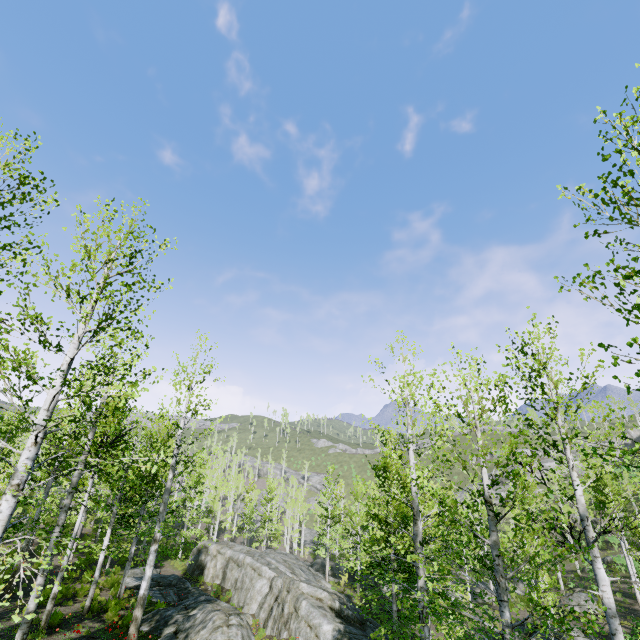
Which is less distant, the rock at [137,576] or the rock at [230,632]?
the rock at [230,632]

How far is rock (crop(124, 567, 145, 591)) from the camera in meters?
19.5 m

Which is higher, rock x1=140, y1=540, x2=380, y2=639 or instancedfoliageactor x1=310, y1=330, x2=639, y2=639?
instancedfoliageactor x1=310, y1=330, x2=639, y2=639

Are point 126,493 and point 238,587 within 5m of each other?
no

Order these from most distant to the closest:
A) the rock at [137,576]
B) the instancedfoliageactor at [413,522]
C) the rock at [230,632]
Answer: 1. the rock at [137,576]
2. the rock at [230,632]
3. the instancedfoliageactor at [413,522]

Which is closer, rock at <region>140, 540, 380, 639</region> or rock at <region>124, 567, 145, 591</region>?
rock at <region>140, 540, 380, 639</region>

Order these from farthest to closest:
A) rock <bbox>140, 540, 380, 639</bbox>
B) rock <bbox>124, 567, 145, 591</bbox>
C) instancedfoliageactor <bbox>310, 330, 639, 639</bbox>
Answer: rock <bbox>124, 567, 145, 591</bbox>, rock <bbox>140, 540, 380, 639</bbox>, instancedfoliageactor <bbox>310, 330, 639, 639</bbox>
